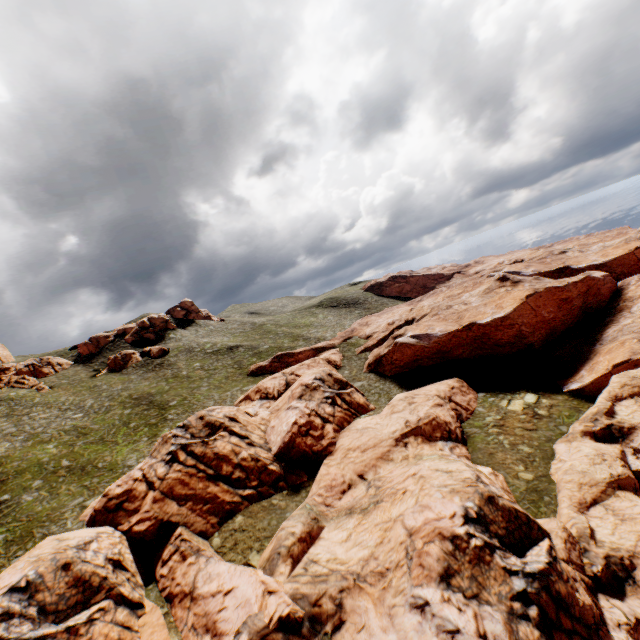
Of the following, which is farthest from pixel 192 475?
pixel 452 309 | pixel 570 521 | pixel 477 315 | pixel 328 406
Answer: pixel 452 309

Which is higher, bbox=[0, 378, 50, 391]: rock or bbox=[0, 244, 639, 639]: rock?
bbox=[0, 378, 50, 391]: rock

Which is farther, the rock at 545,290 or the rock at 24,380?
the rock at 24,380

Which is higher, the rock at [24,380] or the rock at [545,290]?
the rock at [24,380]

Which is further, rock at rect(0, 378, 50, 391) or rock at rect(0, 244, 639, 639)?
rock at rect(0, 378, 50, 391)
